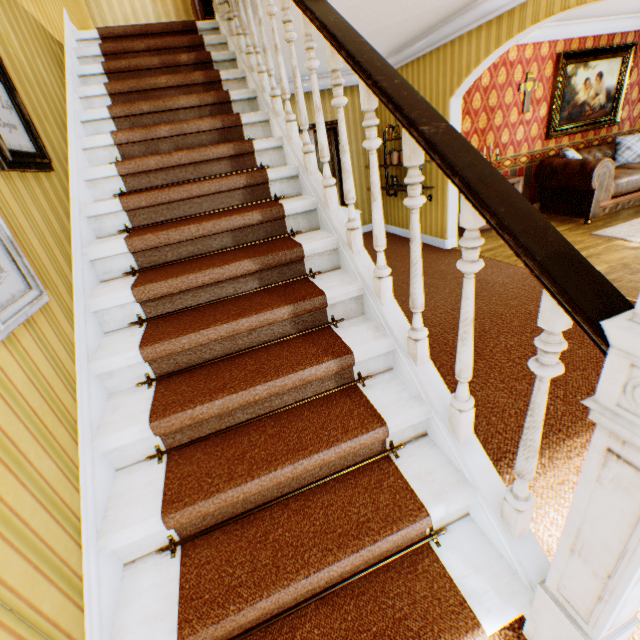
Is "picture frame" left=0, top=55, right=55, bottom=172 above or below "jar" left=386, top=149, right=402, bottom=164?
above

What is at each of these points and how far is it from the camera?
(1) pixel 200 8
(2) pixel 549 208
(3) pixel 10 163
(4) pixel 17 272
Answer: (1) heater, 5.00m
(2) couch, 6.32m
(3) picture frame, 1.49m
(4) picture frame, 1.32m

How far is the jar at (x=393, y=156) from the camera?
6.0m

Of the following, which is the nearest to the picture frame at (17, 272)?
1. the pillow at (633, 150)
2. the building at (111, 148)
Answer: the building at (111, 148)

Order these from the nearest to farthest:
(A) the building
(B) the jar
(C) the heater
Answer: (A) the building < (C) the heater < (B) the jar

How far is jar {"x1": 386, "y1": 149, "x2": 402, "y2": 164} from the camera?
6.0m

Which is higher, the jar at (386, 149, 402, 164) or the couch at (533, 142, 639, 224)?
the jar at (386, 149, 402, 164)

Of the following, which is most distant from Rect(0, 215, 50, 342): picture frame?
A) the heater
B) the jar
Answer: the jar
